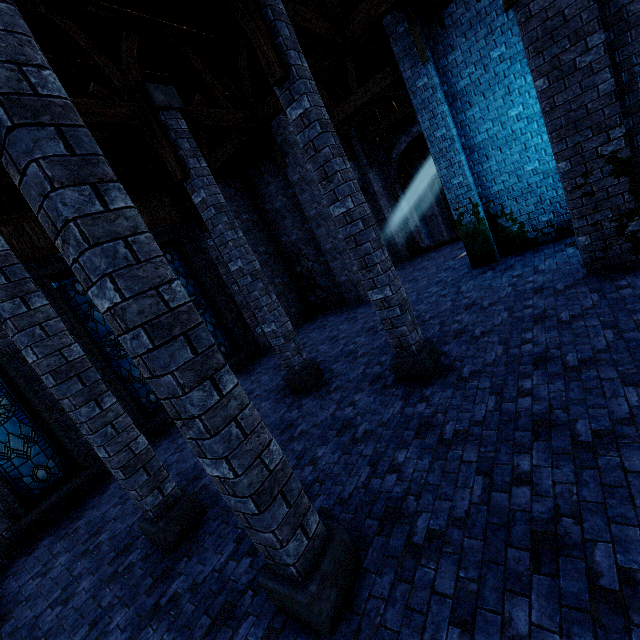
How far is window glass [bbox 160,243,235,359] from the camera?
11.55m

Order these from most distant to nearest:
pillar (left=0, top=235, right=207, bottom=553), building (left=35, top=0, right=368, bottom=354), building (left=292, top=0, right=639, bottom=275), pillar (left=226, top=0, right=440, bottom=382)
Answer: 1. building (left=35, top=0, right=368, bottom=354)
2. building (left=292, top=0, right=639, bottom=275)
3. pillar (left=226, top=0, right=440, bottom=382)
4. pillar (left=0, top=235, right=207, bottom=553)

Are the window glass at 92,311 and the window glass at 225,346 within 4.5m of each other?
yes

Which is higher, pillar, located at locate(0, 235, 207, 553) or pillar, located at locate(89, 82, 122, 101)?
pillar, located at locate(89, 82, 122, 101)

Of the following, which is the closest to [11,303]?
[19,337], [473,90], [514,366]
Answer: [19,337]

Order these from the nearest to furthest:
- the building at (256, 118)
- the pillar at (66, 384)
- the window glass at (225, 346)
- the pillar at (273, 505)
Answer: the pillar at (273, 505) → the pillar at (66, 384) → the building at (256, 118) → the window glass at (225, 346)

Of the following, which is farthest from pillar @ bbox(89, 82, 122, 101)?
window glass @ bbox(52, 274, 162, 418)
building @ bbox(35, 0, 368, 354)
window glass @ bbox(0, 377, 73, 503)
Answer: window glass @ bbox(0, 377, 73, 503)

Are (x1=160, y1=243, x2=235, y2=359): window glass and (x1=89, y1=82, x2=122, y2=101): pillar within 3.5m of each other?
no
